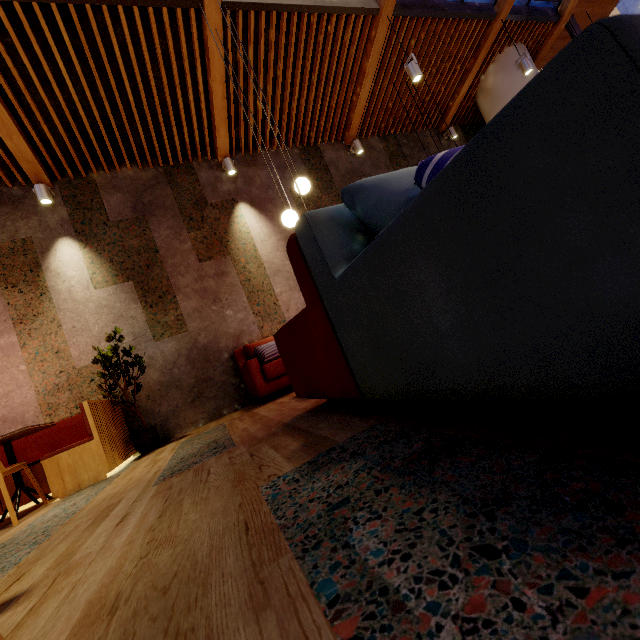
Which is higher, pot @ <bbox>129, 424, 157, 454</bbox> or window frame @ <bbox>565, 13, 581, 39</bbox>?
window frame @ <bbox>565, 13, 581, 39</bbox>

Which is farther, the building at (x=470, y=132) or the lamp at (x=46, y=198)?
the building at (x=470, y=132)

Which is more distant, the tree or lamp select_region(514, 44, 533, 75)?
lamp select_region(514, 44, 533, 75)

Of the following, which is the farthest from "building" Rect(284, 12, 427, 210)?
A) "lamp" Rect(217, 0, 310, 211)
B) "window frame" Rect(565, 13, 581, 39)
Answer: "lamp" Rect(217, 0, 310, 211)

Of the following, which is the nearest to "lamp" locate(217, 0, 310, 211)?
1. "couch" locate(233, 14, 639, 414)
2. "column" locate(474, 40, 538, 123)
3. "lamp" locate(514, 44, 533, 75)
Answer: "couch" locate(233, 14, 639, 414)

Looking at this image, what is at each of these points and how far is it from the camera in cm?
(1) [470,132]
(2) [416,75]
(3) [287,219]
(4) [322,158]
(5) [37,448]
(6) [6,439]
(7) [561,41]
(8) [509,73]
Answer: (1) building, 805
(2) lamp, 475
(3) lamp, 353
(4) building, 642
(5) seat, 394
(6) table, 315
(7) building, 751
(8) column, 668

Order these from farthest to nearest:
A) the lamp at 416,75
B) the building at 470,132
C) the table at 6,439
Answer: the building at 470,132, the lamp at 416,75, the table at 6,439

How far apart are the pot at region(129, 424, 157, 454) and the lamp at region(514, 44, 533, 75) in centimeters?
847cm
